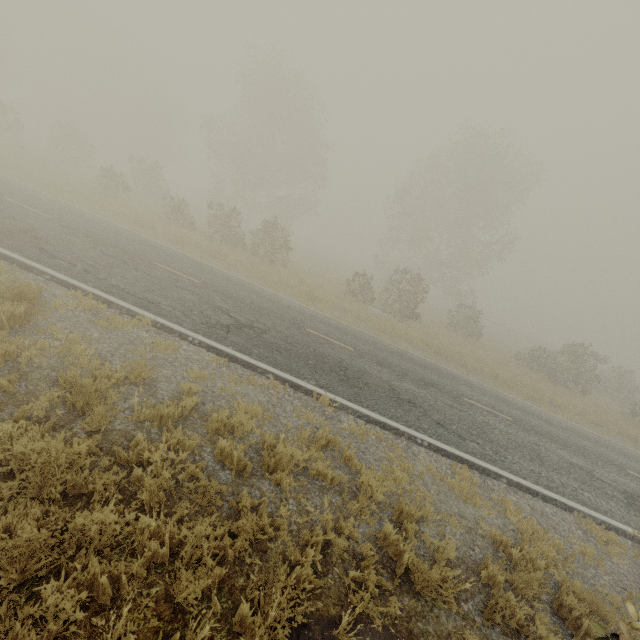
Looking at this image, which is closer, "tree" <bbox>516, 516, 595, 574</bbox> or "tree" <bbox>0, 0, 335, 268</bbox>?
"tree" <bbox>516, 516, 595, 574</bbox>

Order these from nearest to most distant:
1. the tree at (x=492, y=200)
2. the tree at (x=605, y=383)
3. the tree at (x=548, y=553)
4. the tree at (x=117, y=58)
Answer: the tree at (x=548, y=553), the tree at (x=605, y=383), the tree at (x=117, y=58), the tree at (x=492, y=200)

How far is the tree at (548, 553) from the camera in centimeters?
529cm

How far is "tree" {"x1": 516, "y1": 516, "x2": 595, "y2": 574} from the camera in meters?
5.3 m

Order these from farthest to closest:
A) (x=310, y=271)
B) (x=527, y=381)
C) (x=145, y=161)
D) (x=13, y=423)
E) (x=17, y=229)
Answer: (x=145, y=161)
(x=310, y=271)
(x=527, y=381)
(x=17, y=229)
(x=13, y=423)

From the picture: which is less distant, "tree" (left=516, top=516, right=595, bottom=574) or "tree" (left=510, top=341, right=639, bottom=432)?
"tree" (left=516, top=516, right=595, bottom=574)

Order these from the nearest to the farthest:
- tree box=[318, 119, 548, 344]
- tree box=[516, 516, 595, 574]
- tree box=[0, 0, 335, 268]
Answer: tree box=[516, 516, 595, 574] → tree box=[0, 0, 335, 268] → tree box=[318, 119, 548, 344]

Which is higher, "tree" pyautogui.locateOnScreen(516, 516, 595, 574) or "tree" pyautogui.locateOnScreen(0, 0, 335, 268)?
"tree" pyautogui.locateOnScreen(0, 0, 335, 268)
